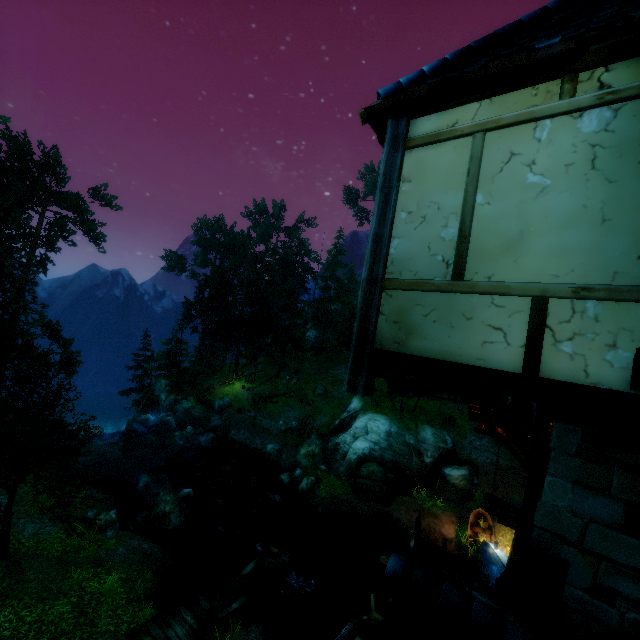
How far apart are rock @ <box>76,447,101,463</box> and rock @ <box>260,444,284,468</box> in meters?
12.3 m

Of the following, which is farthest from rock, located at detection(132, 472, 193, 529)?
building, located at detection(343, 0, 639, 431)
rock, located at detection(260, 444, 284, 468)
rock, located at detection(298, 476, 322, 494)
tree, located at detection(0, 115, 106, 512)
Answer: building, located at detection(343, 0, 639, 431)

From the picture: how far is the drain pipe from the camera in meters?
4.4 m

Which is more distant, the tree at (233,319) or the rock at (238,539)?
the tree at (233,319)

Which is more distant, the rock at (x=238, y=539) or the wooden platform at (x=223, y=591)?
the rock at (x=238, y=539)

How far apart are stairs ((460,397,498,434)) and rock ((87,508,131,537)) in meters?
16.8

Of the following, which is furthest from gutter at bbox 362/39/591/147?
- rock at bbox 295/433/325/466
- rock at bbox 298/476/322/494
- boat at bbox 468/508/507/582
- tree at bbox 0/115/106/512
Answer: rock at bbox 295/433/325/466

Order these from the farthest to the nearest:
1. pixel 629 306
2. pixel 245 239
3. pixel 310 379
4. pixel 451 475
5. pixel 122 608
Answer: pixel 245 239 < pixel 310 379 < pixel 451 475 < pixel 122 608 < pixel 629 306
